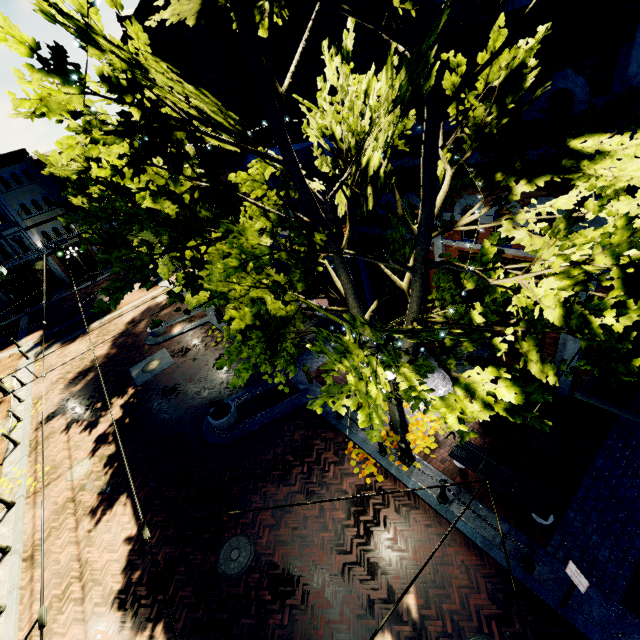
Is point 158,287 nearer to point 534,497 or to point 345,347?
point 345,347

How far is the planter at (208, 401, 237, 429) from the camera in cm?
1179

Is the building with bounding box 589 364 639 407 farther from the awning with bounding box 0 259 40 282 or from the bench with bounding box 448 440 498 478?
the awning with bounding box 0 259 40 282

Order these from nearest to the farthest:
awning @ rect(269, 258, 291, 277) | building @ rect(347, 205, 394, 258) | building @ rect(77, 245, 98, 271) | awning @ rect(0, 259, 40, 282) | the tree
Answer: the tree → building @ rect(347, 205, 394, 258) → awning @ rect(269, 258, 291, 277) → awning @ rect(0, 259, 40, 282) → building @ rect(77, 245, 98, 271)

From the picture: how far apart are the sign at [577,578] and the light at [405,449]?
3.3m

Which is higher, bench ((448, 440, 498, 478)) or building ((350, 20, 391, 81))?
building ((350, 20, 391, 81))

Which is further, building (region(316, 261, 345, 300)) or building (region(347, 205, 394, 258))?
building (region(316, 261, 345, 300))

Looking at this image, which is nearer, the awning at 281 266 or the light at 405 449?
the light at 405 449
